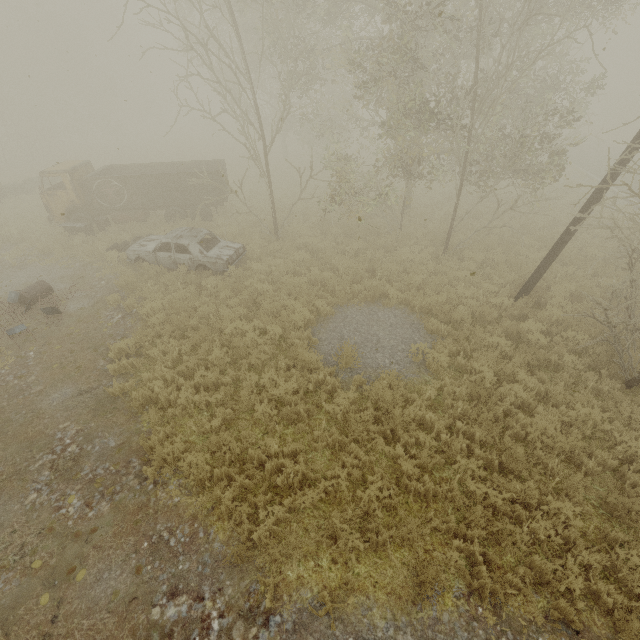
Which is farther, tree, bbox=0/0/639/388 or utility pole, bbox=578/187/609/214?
tree, bbox=0/0/639/388

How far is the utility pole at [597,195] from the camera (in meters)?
7.84

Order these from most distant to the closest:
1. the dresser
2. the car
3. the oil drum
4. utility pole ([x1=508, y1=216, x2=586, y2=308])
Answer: the dresser, the car, the oil drum, utility pole ([x1=508, y1=216, x2=586, y2=308])

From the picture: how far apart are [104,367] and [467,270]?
11.9 meters

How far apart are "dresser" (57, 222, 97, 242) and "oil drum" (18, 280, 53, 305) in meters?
4.5 m

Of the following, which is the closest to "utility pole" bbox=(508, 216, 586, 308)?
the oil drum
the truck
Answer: the truck

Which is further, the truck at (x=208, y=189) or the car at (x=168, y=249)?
the truck at (x=208, y=189)

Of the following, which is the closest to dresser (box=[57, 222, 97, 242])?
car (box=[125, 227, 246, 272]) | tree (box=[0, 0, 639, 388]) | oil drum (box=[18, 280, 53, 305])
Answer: car (box=[125, 227, 246, 272])
